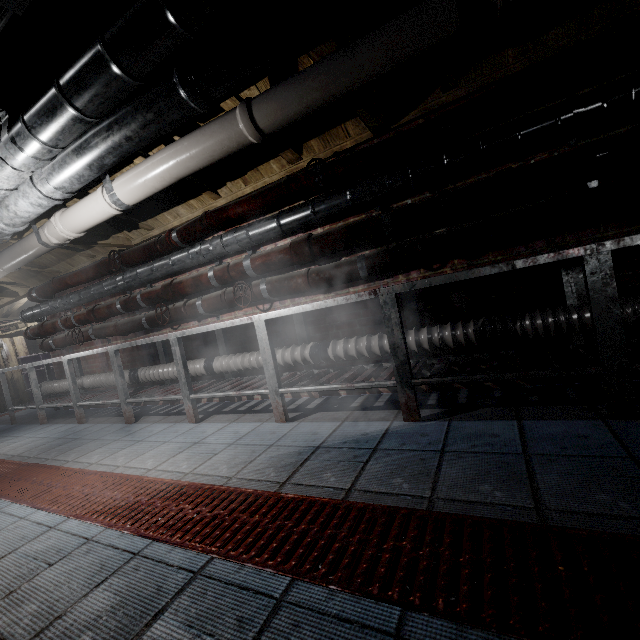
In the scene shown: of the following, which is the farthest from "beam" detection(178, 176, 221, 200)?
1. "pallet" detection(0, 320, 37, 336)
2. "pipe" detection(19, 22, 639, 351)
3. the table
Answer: "pallet" detection(0, 320, 37, 336)

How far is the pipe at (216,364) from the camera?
3.0 meters

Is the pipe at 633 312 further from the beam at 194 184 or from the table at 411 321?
the beam at 194 184

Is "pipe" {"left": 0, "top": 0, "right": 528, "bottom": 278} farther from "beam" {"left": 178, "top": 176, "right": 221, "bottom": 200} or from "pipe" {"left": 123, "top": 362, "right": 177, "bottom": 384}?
"pipe" {"left": 123, "top": 362, "right": 177, "bottom": 384}

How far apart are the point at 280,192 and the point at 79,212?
1.5m

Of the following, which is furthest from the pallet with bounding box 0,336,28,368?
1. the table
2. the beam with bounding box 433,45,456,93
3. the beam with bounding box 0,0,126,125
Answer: the beam with bounding box 433,45,456,93

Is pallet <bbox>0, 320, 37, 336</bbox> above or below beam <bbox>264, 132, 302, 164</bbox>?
below

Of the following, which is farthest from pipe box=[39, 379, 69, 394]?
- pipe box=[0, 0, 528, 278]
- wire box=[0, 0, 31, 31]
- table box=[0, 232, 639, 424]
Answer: wire box=[0, 0, 31, 31]
